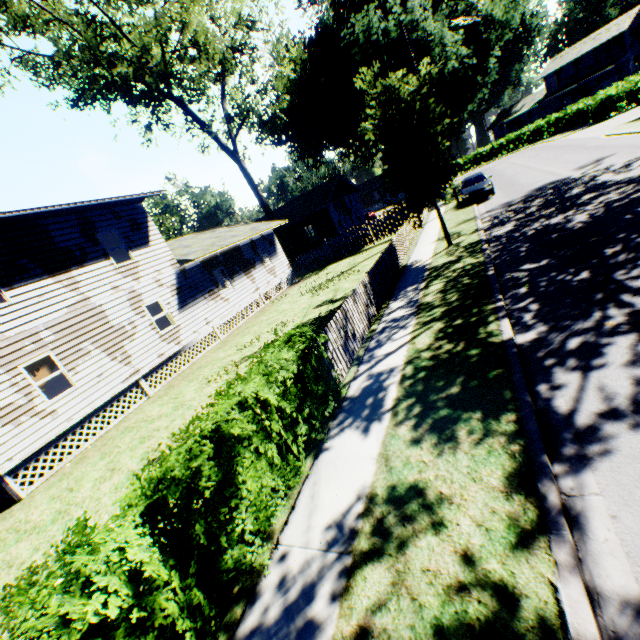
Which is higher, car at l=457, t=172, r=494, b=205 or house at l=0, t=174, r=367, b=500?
house at l=0, t=174, r=367, b=500

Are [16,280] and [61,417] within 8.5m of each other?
yes

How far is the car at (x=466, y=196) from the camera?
20.52m

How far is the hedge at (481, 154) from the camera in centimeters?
5003cm

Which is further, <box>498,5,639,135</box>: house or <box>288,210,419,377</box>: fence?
<box>498,5,639,135</box>: house

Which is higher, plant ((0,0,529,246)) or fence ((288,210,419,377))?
plant ((0,0,529,246))

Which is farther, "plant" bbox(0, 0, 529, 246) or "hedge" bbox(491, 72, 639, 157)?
"hedge" bbox(491, 72, 639, 157)

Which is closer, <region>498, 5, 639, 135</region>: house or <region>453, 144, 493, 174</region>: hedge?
<region>498, 5, 639, 135</region>: house
